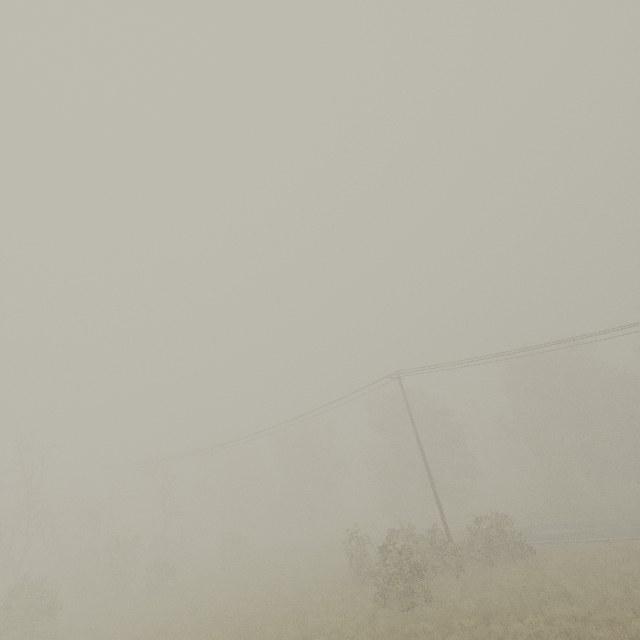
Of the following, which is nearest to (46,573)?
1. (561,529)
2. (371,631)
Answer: (371,631)
